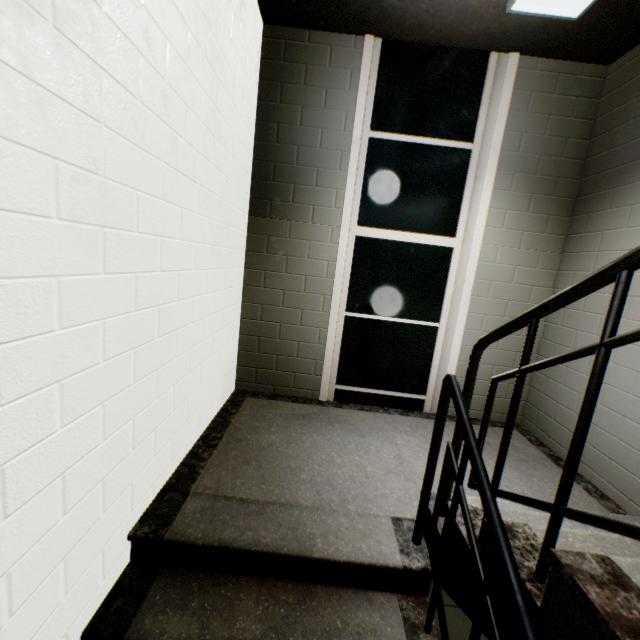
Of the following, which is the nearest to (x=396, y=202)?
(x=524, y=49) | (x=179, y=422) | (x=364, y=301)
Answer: (x=364, y=301)

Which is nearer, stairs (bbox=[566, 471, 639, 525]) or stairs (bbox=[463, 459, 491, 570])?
stairs (bbox=[463, 459, 491, 570])

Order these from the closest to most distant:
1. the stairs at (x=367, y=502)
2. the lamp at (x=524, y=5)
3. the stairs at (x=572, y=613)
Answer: the stairs at (x=572, y=613) < the stairs at (x=367, y=502) < the lamp at (x=524, y=5)

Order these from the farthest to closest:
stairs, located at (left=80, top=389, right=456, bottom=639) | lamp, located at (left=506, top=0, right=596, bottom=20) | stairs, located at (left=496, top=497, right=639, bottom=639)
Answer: lamp, located at (left=506, top=0, right=596, bottom=20), stairs, located at (left=80, top=389, right=456, bottom=639), stairs, located at (left=496, top=497, right=639, bottom=639)

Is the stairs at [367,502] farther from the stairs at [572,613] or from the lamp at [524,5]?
the lamp at [524,5]

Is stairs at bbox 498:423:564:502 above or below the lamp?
below

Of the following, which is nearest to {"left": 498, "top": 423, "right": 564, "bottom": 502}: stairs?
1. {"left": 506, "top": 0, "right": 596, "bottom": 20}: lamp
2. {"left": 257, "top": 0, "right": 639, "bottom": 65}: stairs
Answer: {"left": 257, "top": 0, "right": 639, "bottom": 65}: stairs
